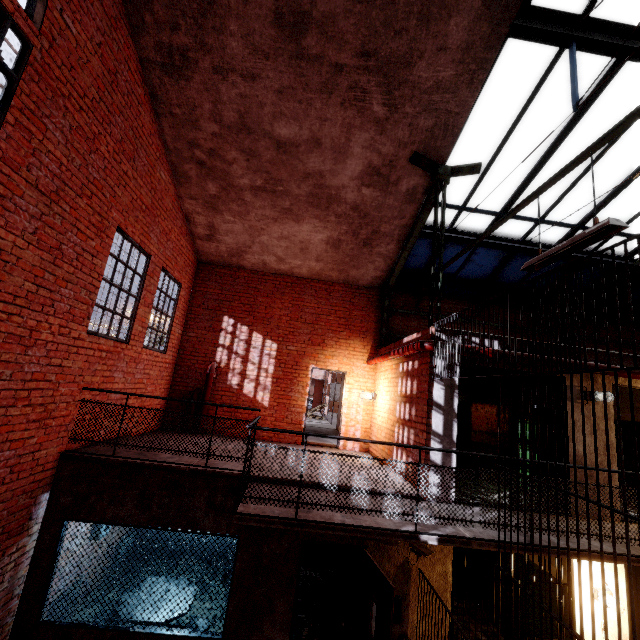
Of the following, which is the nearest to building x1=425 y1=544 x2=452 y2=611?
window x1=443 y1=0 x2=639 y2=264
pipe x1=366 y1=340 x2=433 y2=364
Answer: pipe x1=366 y1=340 x2=433 y2=364

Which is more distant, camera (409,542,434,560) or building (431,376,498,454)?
building (431,376,498,454)

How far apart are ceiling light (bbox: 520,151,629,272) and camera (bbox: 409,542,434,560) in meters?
4.3

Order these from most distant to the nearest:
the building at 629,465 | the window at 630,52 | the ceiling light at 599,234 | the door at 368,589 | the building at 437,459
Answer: the building at 629,465, the building at 437,459, the window at 630,52, the door at 368,589, the ceiling light at 599,234

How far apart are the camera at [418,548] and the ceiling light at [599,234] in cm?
433

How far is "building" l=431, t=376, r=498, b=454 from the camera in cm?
564

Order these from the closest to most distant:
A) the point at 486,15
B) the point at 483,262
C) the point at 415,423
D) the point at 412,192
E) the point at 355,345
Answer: the point at 486,15 < the point at 415,423 < the point at 412,192 < the point at 483,262 < the point at 355,345

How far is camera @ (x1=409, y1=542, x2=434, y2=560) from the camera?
4.9m
